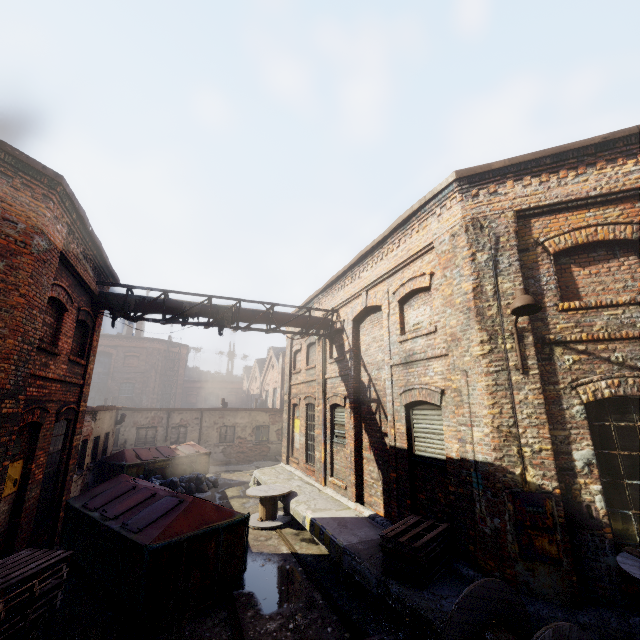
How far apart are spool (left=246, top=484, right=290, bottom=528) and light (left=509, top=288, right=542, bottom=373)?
8.35m

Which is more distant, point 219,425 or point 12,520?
point 219,425

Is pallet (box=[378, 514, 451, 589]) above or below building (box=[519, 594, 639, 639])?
above

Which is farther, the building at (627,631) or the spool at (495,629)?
the building at (627,631)

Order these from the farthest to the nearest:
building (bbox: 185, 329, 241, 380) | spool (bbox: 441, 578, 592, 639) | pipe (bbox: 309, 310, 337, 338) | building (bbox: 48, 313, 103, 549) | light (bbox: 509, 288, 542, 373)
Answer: building (bbox: 185, 329, 241, 380) < pipe (bbox: 309, 310, 337, 338) < building (bbox: 48, 313, 103, 549) < light (bbox: 509, 288, 542, 373) < spool (bbox: 441, 578, 592, 639)

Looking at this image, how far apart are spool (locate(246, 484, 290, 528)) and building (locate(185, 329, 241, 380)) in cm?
4337

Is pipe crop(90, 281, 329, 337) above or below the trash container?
above

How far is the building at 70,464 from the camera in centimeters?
860cm
